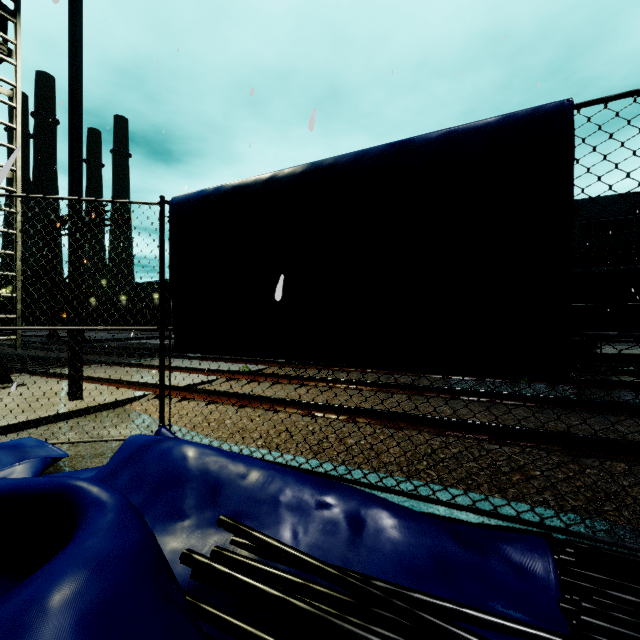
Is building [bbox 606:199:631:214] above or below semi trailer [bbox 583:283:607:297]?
above

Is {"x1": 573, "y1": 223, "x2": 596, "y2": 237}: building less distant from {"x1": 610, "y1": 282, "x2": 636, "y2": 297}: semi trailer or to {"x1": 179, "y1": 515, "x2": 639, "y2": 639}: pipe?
{"x1": 610, "y1": 282, "x2": 636, "y2": 297}: semi trailer

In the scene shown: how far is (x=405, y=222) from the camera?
2.6 meters

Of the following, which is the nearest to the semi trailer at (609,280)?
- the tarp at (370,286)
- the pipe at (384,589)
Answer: the tarp at (370,286)

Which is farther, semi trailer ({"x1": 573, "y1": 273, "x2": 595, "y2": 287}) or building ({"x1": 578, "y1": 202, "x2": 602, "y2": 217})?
building ({"x1": 578, "y1": 202, "x2": 602, "y2": 217})

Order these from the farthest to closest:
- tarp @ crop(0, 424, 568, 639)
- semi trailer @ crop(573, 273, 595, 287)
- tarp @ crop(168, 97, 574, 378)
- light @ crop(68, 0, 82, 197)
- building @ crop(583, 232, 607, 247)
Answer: building @ crop(583, 232, 607, 247) < semi trailer @ crop(573, 273, 595, 287) < light @ crop(68, 0, 82, 197) < tarp @ crop(168, 97, 574, 378) < tarp @ crop(0, 424, 568, 639)

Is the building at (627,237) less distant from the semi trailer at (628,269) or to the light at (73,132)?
the semi trailer at (628,269)

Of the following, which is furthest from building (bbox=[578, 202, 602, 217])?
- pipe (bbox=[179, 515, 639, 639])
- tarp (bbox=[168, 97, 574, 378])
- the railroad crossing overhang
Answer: the railroad crossing overhang
